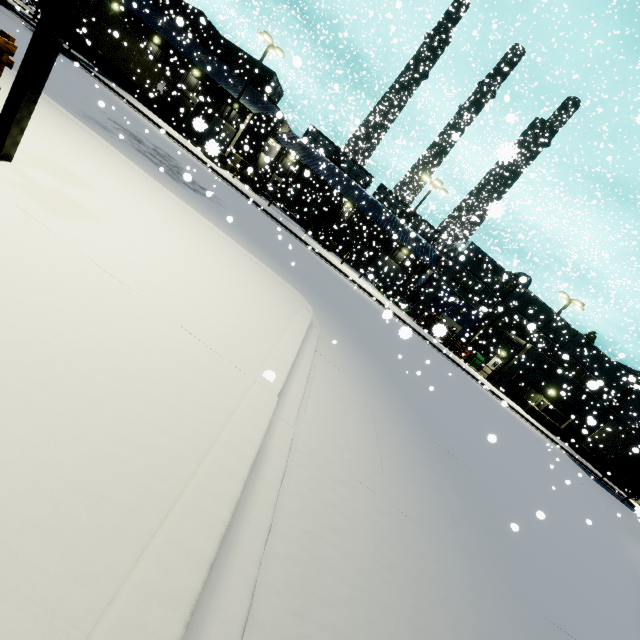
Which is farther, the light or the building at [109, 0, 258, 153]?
the building at [109, 0, 258, 153]

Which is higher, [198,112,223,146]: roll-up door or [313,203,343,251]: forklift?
[198,112,223,146]: roll-up door

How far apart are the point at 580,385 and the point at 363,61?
62.7 meters

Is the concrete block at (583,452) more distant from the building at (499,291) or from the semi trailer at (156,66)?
the semi trailer at (156,66)

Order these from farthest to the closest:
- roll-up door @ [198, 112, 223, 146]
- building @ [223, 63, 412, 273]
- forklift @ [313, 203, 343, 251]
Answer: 1. roll-up door @ [198, 112, 223, 146]
2. forklift @ [313, 203, 343, 251]
3. building @ [223, 63, 412, 273]

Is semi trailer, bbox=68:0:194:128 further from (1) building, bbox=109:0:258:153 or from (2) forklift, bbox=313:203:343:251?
(2) forklift, bbox=313:203:343:251

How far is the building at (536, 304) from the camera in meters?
30.5 m

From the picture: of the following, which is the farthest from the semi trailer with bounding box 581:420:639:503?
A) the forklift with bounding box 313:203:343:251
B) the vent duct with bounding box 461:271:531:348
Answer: the forklift with bounding box 313:203:343:251
